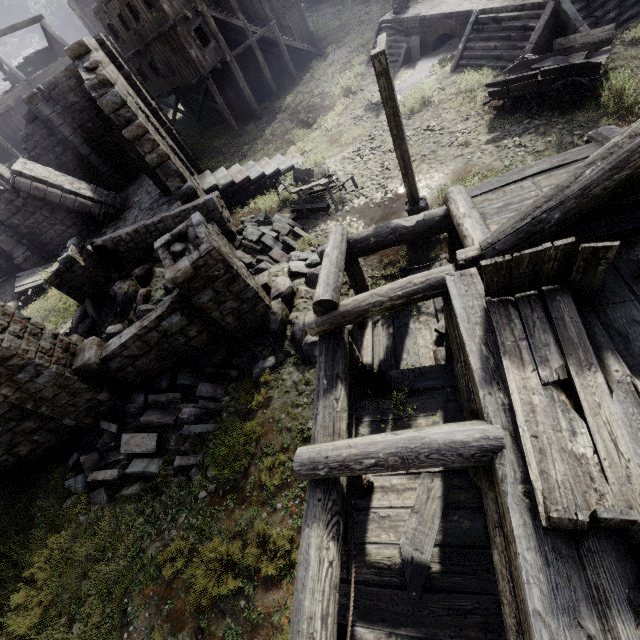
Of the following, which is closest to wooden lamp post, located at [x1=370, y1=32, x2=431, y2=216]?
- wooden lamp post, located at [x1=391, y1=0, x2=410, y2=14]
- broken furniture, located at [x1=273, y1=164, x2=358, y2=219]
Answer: broken furniture, located at [x1=273, y1=164, x2=358, y2=219]

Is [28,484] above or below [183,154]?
below

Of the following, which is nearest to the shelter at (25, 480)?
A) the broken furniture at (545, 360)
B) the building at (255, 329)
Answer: the building at (255, 329)

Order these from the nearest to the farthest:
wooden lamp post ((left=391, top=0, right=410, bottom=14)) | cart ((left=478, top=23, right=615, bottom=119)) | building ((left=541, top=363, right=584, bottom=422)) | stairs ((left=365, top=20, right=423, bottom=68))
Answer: building ((left=541, top=363, right=584, bottom=422)), cart ((left=478, top=23, right=615, bottom=119)), stairs ((left=365, top=20, right=423, bottom=68)), wooden lamp post ((left=391, top=0, right=410, bottom=14))

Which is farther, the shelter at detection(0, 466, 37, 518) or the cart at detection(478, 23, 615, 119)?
the cart at detection(478, 23, 615, 119)

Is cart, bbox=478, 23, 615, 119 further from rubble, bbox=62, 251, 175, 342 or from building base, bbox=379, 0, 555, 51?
rubble, bbox=62, 251, 175, 342

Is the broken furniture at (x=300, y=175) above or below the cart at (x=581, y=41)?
below

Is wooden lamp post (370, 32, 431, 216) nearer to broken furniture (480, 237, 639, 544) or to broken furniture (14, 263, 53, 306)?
broken furniture (480, 237, 639, 544)
